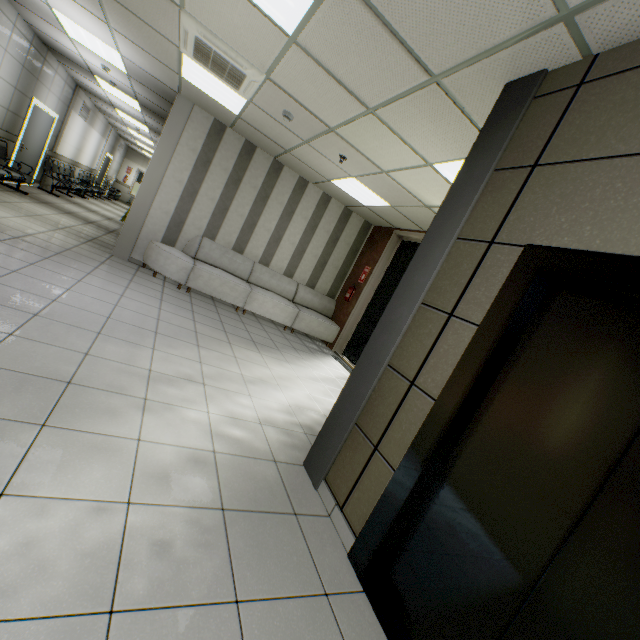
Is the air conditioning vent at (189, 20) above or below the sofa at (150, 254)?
above

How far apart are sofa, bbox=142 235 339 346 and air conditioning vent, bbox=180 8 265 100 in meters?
2.9 m

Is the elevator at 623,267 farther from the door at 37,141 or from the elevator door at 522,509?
the door at 37,141

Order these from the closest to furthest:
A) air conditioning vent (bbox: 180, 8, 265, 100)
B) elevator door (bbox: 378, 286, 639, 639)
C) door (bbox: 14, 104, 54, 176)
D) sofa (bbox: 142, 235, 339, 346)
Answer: elevator door (bbox: 378, 286, 639, 639)
air conditioning vent (bbox: 180, 8, 265, 100)
sofa (bbox: 142, 235, 339, 346)
door (bbox: 14, 104, 54, 176)

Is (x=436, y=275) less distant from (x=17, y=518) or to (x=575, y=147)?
(x=575, y=147)

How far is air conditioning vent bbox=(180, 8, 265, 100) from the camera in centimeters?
352cm

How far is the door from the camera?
8.03m

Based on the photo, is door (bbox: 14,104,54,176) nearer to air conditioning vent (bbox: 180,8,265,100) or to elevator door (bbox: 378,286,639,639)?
air conditioning vent (bbox: 180,8,265,100)
